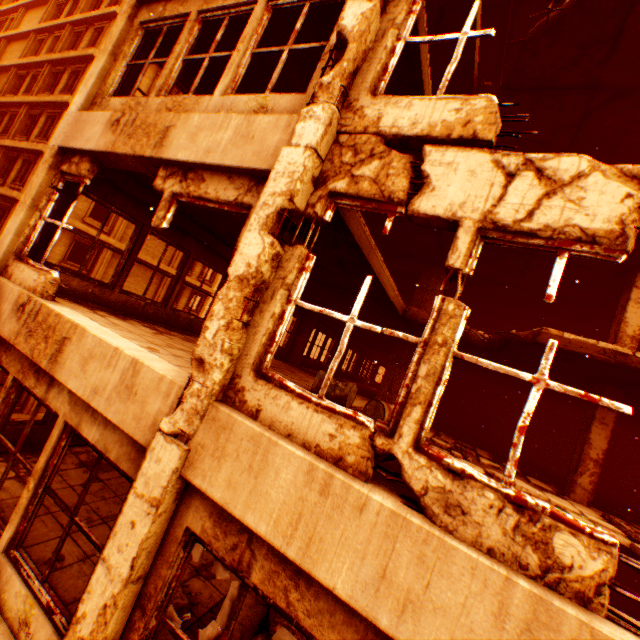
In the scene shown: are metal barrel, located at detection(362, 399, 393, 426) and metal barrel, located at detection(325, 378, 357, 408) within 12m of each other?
yes

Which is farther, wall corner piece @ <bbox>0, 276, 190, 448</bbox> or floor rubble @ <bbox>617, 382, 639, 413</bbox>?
floor rubble @ <bbox>617, 382, 639, 413</bbox>

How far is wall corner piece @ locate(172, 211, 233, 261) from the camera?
7.5 meters

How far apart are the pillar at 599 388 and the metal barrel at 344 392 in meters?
5.4 m

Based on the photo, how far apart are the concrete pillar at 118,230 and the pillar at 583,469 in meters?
25.7 m

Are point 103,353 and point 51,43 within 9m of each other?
no

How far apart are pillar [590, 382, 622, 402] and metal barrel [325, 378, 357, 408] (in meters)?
5.37

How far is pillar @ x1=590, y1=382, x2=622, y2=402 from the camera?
7.3 meters
